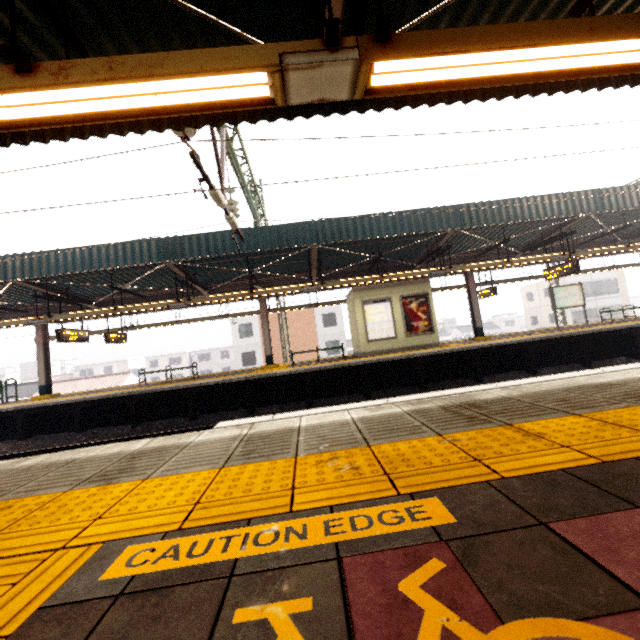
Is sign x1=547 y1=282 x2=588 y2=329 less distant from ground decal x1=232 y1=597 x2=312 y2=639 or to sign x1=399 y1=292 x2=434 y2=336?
sign x1=399 y1=292 x2=434 y2=336

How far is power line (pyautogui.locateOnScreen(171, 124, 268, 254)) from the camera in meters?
5.6

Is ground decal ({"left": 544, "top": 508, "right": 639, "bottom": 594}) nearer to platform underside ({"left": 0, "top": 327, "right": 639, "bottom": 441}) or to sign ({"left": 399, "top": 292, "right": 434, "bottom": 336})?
platform underside ({"left": 0, "top": 327, "right": 639, "bottom": 441})

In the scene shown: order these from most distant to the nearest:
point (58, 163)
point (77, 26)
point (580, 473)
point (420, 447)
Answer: point (58, 163) → point (77, 26) → point (420, 447) → point (580, 473)

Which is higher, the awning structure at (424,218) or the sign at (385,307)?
the awning structure at (424,218)

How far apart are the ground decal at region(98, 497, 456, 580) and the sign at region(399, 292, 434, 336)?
12.6m

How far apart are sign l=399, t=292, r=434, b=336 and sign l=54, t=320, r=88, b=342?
13.27m

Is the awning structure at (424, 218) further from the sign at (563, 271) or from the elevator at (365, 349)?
the elevator at (365, 349)
